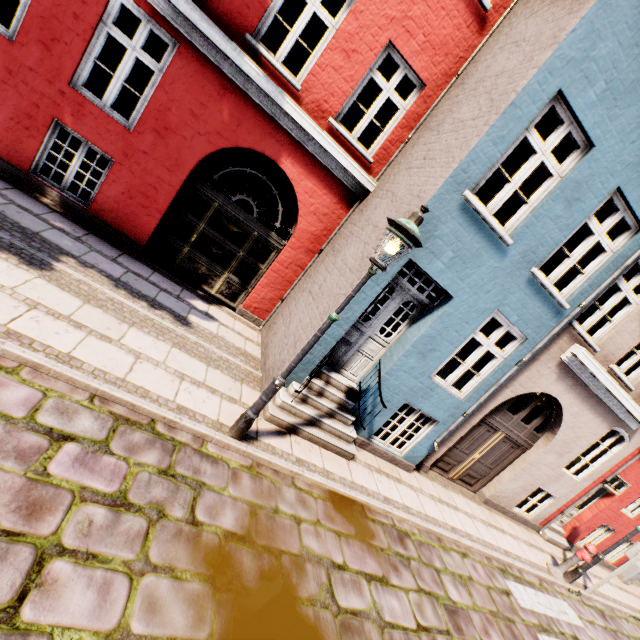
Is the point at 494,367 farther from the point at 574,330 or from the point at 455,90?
the point at 455,90

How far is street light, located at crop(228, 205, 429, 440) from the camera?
3.6m

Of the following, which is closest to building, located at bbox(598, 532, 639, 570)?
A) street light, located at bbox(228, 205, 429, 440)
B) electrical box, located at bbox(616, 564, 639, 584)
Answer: electrical box, located at bbox(616, 564, 639, 584)

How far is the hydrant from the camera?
7.9 meters

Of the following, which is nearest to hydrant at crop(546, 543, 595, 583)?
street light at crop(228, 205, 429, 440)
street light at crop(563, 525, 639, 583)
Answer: street light at crop(563, 525, 639, 583)

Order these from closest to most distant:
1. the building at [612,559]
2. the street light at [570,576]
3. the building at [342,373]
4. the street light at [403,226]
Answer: the street light at [403,226]
the building at [342,373]
the street light at [570,576]
the building at [612,559]

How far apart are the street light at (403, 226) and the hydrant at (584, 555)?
9.21m

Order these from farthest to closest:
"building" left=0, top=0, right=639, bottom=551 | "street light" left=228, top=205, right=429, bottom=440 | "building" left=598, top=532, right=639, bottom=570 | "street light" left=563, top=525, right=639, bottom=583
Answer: "building" left=598, top=532, right=639, bottom=570
"street light" left=563, top=525, right=639, bottom=583
"building" left=0, top=0, right=639, bottom=551
"street light" left=228, top=205, right=429, bottom=440
